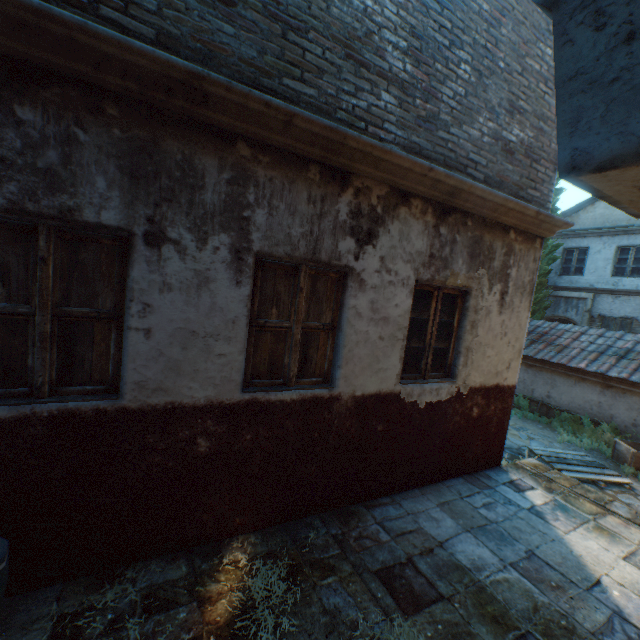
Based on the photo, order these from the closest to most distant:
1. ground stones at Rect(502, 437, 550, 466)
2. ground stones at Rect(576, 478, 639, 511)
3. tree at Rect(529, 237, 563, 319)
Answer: ground stones at Rect(576, 478, 639, 511)
ground stones at Rect(502, 437, 550, 466)
tree at Rect(529, 237, 563, 319)

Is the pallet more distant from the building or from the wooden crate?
the building

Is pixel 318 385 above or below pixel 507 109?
below

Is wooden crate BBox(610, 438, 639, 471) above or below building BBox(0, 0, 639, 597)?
below

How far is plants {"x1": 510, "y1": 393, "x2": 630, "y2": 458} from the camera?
8.97m

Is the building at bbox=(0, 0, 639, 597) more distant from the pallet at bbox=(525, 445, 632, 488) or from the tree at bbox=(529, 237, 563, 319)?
the pallet at bbox=(525, 445, 632, 488)

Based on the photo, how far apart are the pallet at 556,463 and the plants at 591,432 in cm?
112

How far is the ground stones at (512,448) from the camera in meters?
7.8 m
